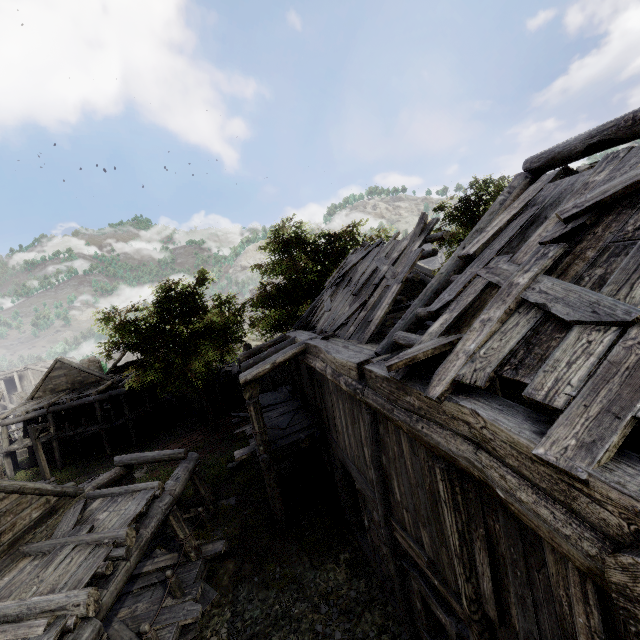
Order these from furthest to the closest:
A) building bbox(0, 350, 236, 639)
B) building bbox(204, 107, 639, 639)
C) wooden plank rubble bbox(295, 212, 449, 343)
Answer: wooden plank rubble bbox(295, 212, 449, 343) → building bbox(0, 350, 236, 639) → building bbox(204, 107, 639, 639)

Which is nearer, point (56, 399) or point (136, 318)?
point (136, 318)

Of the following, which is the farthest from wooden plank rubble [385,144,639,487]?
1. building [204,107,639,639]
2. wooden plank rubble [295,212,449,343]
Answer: wooden plank rubble [295,212,449,343]

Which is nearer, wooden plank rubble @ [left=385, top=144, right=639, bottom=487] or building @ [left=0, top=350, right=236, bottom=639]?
wooden plank rubble @ [left=385, top=144, right=639, bottom=487]

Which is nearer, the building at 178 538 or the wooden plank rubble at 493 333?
the wooden plank rubble at 493 333

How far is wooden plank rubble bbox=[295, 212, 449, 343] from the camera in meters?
8.7

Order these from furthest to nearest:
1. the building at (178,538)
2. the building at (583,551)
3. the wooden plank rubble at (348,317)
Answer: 1. the wooden plank rubble at (348,317)
2. the building at (178,538)
3. the building at (583,551)
